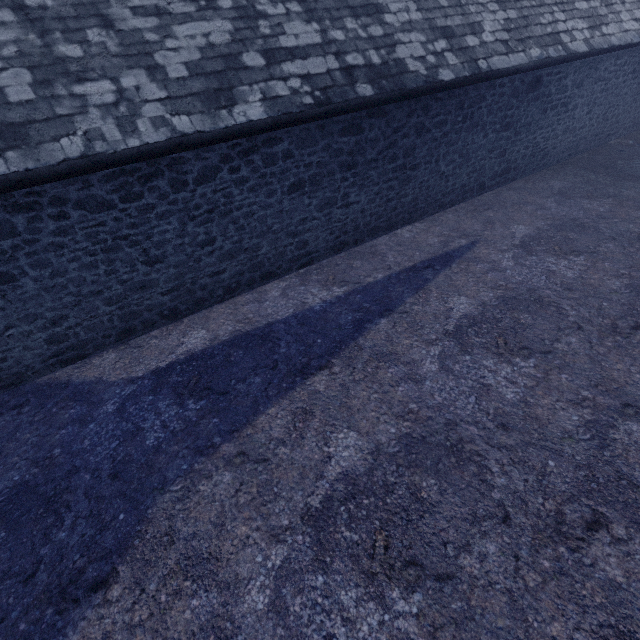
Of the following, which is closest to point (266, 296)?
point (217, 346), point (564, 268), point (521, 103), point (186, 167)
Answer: point (217, 346)
